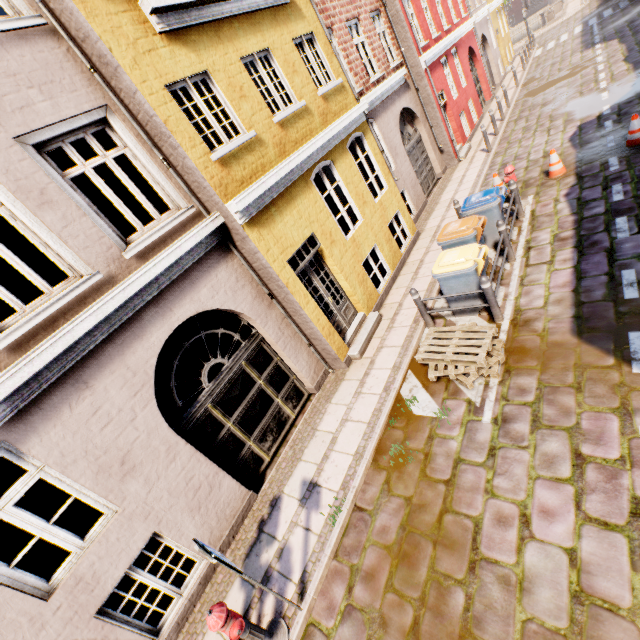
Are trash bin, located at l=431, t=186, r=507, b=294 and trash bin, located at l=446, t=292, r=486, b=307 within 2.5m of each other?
yes

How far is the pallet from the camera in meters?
5.3

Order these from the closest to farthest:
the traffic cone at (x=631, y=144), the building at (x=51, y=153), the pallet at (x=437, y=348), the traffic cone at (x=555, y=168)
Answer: the building at (x=51, y=153) < the pallet at (x=437, y=348) < the traffic cone at (x=631, y=144) < the traffic cone at (x=555, y=168)

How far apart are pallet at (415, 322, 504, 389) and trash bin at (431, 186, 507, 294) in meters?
2.0

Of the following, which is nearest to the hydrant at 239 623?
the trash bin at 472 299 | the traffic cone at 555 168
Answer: the trash bin at 472 299

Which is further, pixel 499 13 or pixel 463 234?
pixel 499 13

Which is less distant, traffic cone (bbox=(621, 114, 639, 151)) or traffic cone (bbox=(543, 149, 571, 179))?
traffic cone (bbox=(621, 114, 639, 151))

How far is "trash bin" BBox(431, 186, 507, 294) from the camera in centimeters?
615cm
